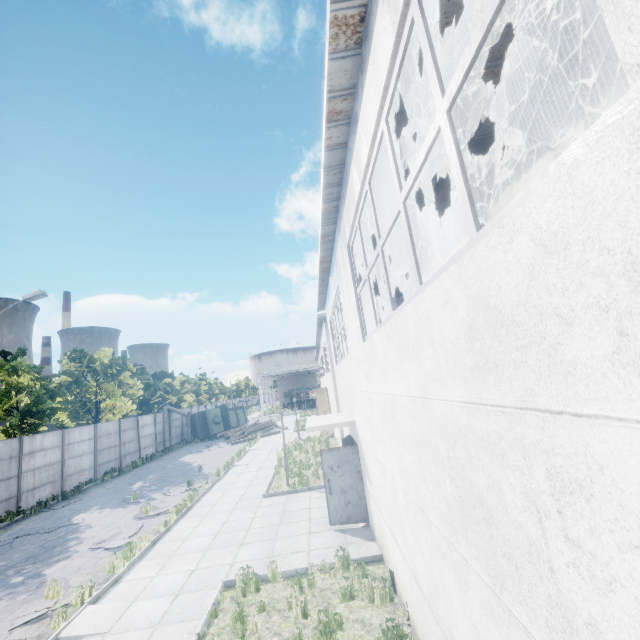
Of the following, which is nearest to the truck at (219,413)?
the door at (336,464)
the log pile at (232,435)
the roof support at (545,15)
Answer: the log pile at (232,435)

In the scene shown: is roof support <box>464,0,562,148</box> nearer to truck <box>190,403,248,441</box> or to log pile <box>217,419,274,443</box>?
log pile <box>217,419,274,443</box>

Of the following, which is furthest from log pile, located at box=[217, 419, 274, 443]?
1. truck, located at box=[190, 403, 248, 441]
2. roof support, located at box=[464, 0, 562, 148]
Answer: roof support, located at box=[464, 0, 562, 148]

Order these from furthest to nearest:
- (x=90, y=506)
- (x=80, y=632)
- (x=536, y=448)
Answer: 1. (x=90, y=506)
2. (x=80, y=632)
3. (x=536, y=448)

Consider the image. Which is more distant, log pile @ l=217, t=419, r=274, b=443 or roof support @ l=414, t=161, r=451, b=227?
log pile @ l=217, t=419, r=274, b=443

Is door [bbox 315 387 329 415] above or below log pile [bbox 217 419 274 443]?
above

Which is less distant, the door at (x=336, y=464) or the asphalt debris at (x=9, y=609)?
the asphalt debris at (x=9, y=609)

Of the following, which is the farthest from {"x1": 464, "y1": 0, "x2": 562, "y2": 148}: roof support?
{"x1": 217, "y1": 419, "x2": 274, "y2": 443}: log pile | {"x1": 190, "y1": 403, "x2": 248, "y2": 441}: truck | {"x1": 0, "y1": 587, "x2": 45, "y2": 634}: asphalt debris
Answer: {"x1": 190, "y1": 403, "x2": 248, "y2": 441}: truck
